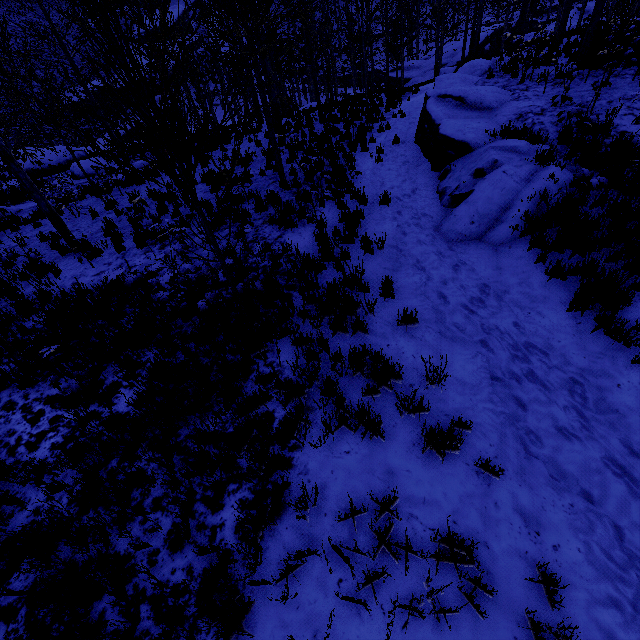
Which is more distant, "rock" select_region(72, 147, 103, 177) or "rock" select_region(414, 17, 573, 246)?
"rock" select_region(72, 147, 103, 177)

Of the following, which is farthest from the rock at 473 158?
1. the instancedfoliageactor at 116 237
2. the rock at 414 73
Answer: the rock at 414 73

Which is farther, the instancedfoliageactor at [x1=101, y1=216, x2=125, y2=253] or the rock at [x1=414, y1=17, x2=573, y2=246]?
the instancedfoliageactor at [x1=101, y1=216, x2=125, y2=253]

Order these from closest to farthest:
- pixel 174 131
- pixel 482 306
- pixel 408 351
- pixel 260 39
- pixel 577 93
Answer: pixel 174 131 < pixel 408 351 < pixel 482 306 < pixel 260 39 < pixel 577 93

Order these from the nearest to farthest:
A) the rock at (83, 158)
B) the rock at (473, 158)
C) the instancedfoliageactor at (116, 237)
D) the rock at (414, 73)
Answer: the rock at (473, 158), the instancedfoliageactor at (116, 237), the rock at (83, 158), the rock at (414, 73)

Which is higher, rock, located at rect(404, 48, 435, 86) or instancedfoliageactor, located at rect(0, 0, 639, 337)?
instancedfoliageactor, located at rect(0, 0, 639, 337)

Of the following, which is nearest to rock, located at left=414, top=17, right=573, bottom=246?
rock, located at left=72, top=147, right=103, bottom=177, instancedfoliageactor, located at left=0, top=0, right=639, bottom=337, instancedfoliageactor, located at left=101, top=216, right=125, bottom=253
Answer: instancedfoliageactor, located at left=0, top=0, right=639, bottom=337

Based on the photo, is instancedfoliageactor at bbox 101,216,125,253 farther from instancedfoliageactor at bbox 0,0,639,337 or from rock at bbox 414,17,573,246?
rock at bbox 414,17,573,246
